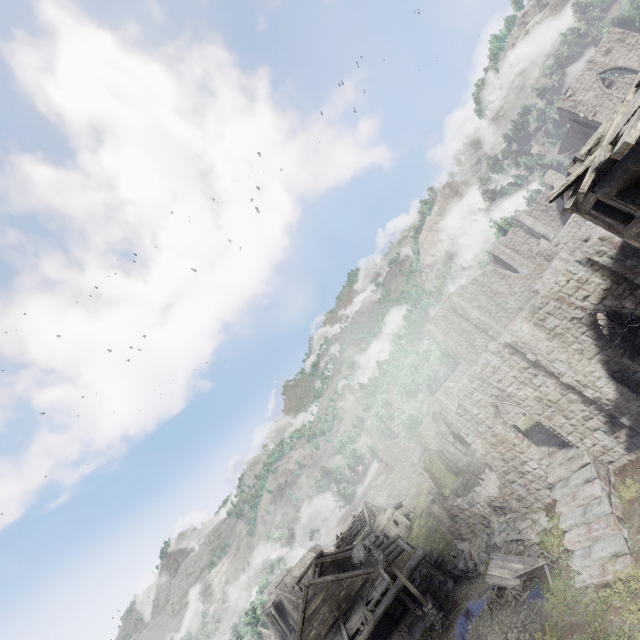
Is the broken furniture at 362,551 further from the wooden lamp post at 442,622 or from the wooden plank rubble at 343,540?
the wooden plank rubble at 343,540

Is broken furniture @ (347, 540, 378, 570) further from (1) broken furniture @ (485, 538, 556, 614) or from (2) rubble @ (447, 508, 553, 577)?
(1) broken furniture @ (485, 538, 556, 614)

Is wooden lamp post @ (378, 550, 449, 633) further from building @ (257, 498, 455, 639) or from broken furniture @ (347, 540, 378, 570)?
broken furniture @ (347, 540, 378, 570)

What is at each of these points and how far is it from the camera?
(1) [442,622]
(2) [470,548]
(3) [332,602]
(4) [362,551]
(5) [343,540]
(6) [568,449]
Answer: (1) wooden lamp post, 18.2m
(2) rubble, 20.6m
(3) building, 22.5m
(4) broken furniture, 29.5m
(5) wooden plank rubble, 46.8m
(6) building, 16.5m

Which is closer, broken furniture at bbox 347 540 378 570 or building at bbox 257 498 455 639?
building at bbox 257 498 455 639

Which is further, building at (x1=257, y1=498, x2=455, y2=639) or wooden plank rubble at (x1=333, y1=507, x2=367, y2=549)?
wooden plank rubble at (x1=333, y1=507, x2=367, y2=549)

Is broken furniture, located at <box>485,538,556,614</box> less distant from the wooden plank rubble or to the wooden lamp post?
the wooden lamp post

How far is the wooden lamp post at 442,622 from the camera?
18.12m
